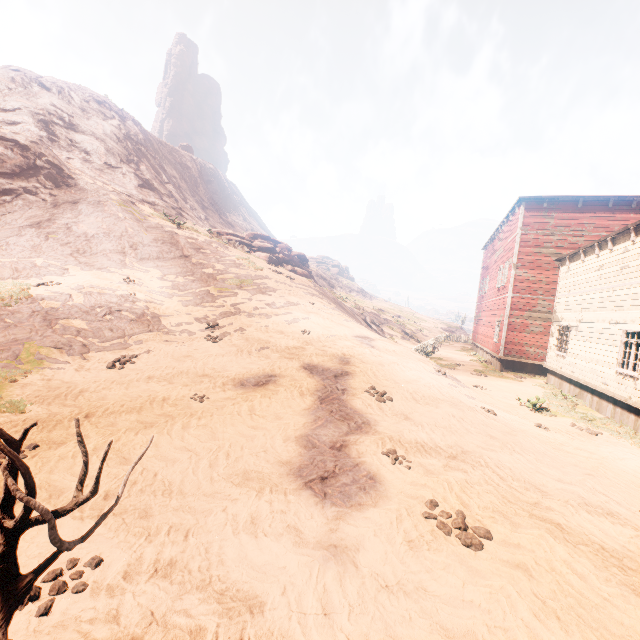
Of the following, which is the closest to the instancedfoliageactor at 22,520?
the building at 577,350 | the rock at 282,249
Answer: the building at 577,350

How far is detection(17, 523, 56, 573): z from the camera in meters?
3.2

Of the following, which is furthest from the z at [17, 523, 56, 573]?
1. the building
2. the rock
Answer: the rock

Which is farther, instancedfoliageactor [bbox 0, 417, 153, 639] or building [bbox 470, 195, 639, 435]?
building [bbox 470, 195, 639, 435]

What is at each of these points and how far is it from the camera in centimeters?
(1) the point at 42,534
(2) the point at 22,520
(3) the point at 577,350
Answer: (1) z, 356cm
(2) instancedfoliageactor, 206cm
(3) building, 1494cm

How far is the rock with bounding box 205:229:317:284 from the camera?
23.90m

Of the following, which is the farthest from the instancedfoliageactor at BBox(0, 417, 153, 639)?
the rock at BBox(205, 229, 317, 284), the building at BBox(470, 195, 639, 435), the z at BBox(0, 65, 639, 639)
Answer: the rock at BBox(205, 229, 317, 284)

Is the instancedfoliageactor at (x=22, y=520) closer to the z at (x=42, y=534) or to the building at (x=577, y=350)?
the z at (x=42, y=534)
